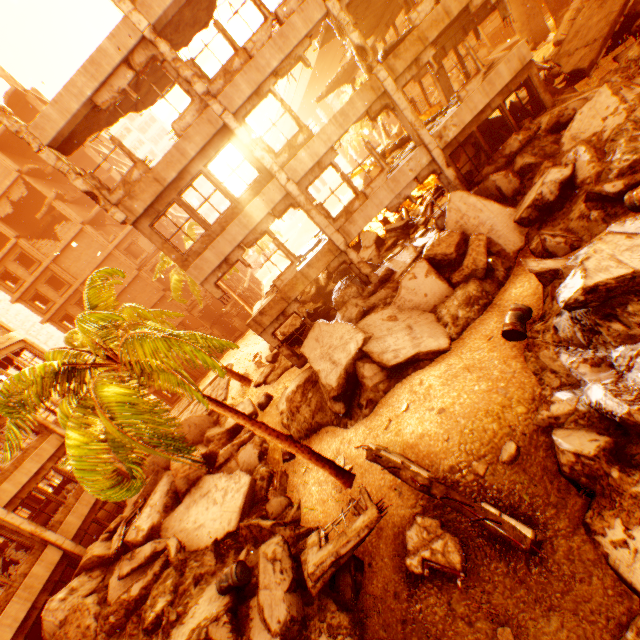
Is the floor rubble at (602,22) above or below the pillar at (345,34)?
below

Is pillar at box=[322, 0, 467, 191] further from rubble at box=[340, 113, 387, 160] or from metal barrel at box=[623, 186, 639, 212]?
rubble at box=[340, 113, 387, 160]

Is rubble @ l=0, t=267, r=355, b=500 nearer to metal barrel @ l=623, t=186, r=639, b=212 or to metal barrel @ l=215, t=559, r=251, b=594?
metal barrel @ l=623, t=186, r=639, b=212

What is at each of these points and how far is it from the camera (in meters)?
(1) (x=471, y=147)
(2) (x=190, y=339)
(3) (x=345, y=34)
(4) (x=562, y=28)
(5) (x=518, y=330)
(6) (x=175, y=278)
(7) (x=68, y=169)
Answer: (1) rock pile, 14.68
(2) rubble, 6.53
(3) pillar, 10.88
(4) rock pile, 16.48
(5) metal barrel, 7.75
(6) rubble, 26.22
(7) pillar, 10.41

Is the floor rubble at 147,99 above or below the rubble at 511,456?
above

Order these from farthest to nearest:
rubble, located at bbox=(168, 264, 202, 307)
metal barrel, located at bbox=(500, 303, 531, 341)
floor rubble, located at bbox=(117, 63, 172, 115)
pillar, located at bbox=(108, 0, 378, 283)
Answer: rubble, located at bbox=(168, 264, 202, 307), floor rubble, located at bbox=(117, 63, 172, 115), pillar, located at bbox=(108, 0, 378, 283), metal barrel, located at bbox=(500, 303, 531, 341)

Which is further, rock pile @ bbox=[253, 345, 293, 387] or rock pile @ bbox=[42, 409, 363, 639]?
rock pile @ bbox=[253, 345, 293, 387]

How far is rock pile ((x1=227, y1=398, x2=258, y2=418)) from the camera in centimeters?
1584cm
